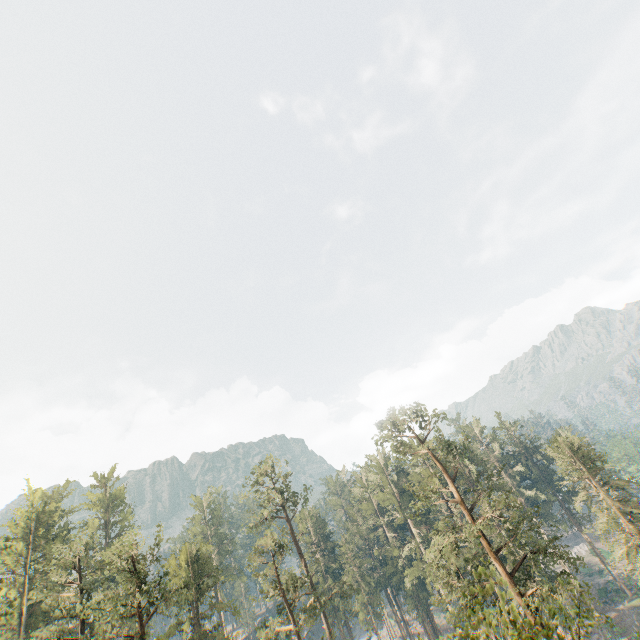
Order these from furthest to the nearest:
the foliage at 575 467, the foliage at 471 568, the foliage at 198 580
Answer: the foliage at 575 467 < the foliage at 198 580 < the foliage at 471 568

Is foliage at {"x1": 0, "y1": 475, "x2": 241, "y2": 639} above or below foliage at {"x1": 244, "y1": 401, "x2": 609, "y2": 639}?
above

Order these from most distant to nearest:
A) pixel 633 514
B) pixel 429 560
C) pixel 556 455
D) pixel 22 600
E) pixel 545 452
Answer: pixel 429 560, pixel 545 452, pixel 556 455, pixel 22 600, pixel 633 514

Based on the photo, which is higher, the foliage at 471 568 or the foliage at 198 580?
the foliage at 198 580

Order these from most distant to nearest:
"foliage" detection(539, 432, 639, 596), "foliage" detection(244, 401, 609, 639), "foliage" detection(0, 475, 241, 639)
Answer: "foliage" detection(539, 432, 639, 596) → "foliage" detection(0, 475, 241, 639) → "foliage" detection(244, 401, 609, 639)

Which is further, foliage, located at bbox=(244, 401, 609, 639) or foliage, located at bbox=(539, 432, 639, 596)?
foliage, located at bbox=(539, 432, 639, 596)
